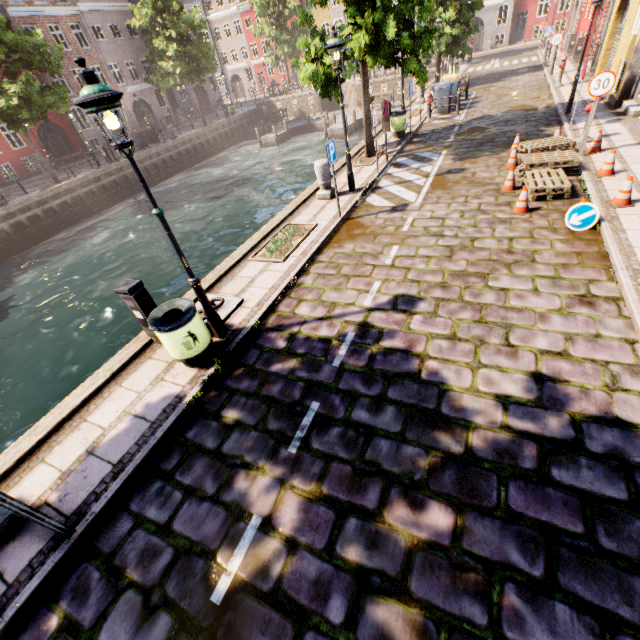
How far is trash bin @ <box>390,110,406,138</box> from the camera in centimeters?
1378cm

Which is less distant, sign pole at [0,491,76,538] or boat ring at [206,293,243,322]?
sign pole at [0,491,76,538]

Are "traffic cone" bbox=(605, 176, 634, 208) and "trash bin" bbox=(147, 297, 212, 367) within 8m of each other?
no

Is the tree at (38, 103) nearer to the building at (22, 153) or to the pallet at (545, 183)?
the building at (22, 153)

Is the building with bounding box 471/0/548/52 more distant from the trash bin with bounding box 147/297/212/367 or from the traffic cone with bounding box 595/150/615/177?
the traffic cone with bounding box 595/150/615/177

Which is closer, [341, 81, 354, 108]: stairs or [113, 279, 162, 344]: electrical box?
[113, 279, 162, 344]: electrical box

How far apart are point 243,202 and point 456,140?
11.99m

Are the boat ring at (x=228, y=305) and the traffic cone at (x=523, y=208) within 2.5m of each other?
no
